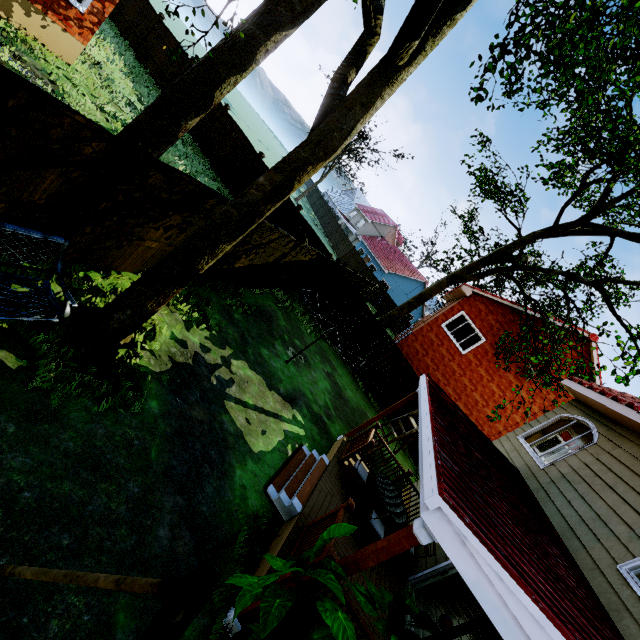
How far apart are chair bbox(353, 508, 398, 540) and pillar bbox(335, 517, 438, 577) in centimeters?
285cm

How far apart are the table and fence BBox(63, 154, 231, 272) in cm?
634

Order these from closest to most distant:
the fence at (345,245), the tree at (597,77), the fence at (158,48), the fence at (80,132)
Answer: the fence at (80,132), the tree at (597,77), the fence at (158,48), the fence at (345,245)

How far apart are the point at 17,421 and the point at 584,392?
11.42m

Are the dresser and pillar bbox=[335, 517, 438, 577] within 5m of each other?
no

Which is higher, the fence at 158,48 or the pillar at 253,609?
the fence at 158,48

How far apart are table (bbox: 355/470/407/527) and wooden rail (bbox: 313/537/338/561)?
1.99m

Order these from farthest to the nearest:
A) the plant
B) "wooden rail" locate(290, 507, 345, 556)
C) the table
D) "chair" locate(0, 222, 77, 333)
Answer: the table < "wooden rail" locate(290, 507, 345, 556) < "chair" locate(0, 222, 77, 333) < the plant
